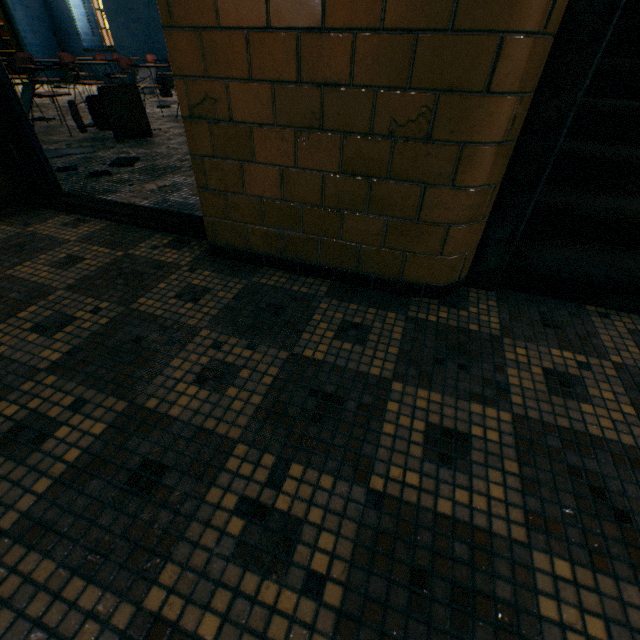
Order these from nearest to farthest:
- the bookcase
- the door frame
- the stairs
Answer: the stairs → the door frame → the bookcase

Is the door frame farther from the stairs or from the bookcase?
the bookcase

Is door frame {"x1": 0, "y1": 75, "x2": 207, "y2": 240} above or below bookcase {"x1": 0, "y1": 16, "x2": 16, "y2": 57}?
below

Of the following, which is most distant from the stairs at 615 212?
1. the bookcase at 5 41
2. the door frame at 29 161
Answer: the bookcase at 5 41

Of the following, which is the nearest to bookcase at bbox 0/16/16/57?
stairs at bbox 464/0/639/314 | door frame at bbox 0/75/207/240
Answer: door frame at bbox 0/75/207/240

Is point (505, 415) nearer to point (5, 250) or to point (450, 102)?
point (450, 102)

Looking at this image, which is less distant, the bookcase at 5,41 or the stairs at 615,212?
the stairs at 615,212
